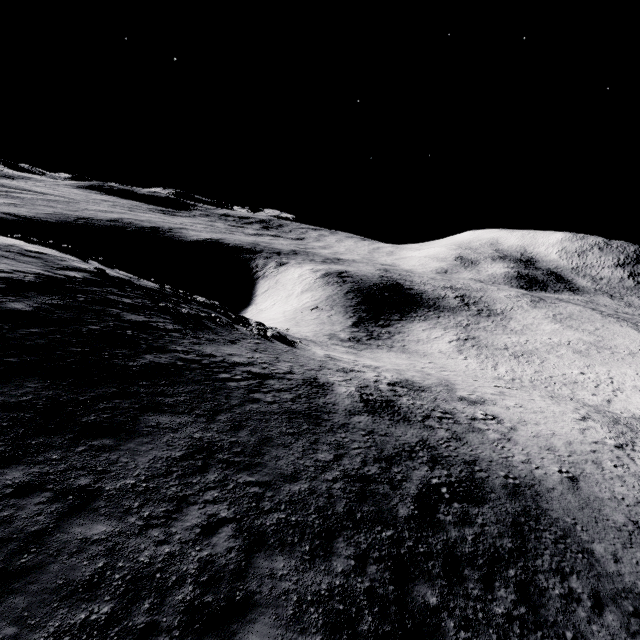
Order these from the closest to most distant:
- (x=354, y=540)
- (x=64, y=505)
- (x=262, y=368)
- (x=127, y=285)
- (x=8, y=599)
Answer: (x=8, y=599), (x=64, y=505), (x=354, y=540), (x=262, y=368), (x=127, y=285)
